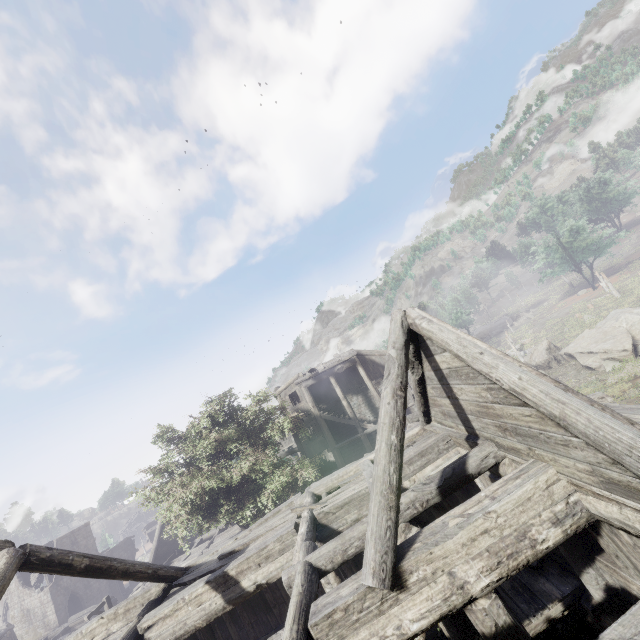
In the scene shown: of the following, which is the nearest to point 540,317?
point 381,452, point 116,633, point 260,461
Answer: point 260,461
